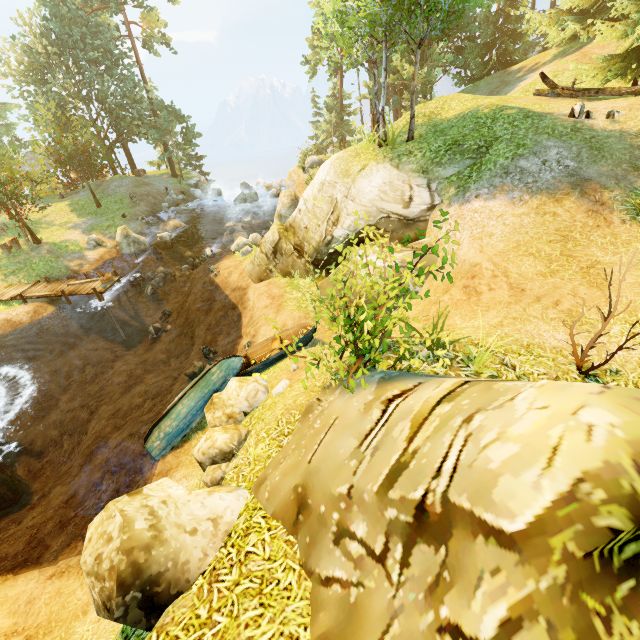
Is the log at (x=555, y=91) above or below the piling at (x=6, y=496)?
above

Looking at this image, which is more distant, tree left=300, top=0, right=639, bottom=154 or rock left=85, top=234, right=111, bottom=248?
rock left=85, top=234, right=111, bottom=248

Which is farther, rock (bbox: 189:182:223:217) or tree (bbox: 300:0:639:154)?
A: rock (bbox: 189:182:223:217)

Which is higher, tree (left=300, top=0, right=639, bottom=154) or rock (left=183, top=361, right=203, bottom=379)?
tree (left=300, top=0, right=639, bottom=154)

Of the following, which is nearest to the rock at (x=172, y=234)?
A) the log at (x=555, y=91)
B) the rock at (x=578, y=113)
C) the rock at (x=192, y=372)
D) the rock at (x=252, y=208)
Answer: the rock at (x=252, y=208)

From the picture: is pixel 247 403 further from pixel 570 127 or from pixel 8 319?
pixel 8 319

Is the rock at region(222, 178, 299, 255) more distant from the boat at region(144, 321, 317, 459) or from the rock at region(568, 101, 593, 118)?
the rock at region(568, 101, 593, 118)

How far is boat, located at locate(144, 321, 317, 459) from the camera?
9.37m
